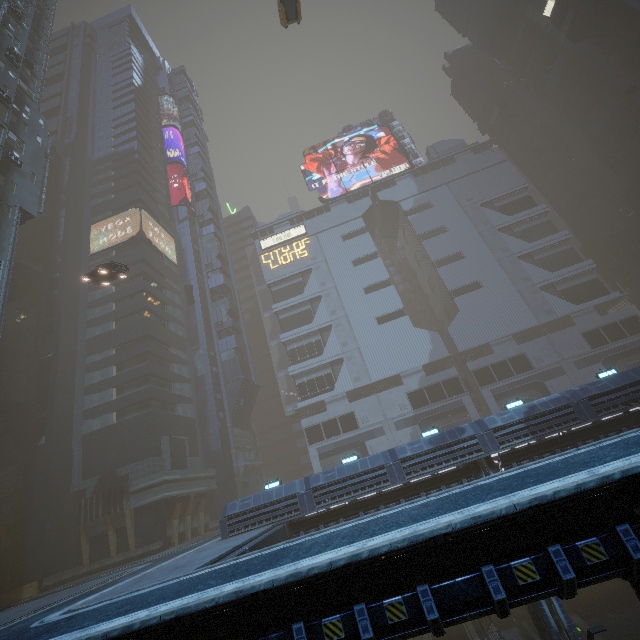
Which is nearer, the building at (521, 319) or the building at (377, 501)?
the building at (377, 501)

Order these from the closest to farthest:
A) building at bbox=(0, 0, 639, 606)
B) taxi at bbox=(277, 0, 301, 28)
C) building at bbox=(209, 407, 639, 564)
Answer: building at bbox=(209, 407, 639, 564), taxi at bbox=(277, 0, 301, 28), building at bbox=(0, 0, 639, 606)

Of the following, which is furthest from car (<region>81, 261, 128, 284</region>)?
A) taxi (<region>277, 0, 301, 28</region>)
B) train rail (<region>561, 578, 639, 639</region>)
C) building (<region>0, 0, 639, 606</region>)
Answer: train rail (<region>561, 578, 639, 639</region>)

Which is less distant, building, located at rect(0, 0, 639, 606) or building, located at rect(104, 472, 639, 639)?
building, located at rect(104, 472, 639, 639)

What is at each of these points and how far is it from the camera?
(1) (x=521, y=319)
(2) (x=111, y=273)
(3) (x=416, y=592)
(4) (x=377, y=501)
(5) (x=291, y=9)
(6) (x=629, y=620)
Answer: (1) building, 47.2 meters
(2) car, 26.7 meters
(3) building, 6.5 meters
(4) building, 20.0 meters
(5) taxi, 23.9 meters
(6) train rail, 22.7 meters

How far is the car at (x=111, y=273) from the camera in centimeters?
2603cm

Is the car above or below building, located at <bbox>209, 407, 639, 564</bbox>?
above

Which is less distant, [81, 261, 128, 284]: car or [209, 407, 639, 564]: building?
[209, 407, 639, 564]: building
